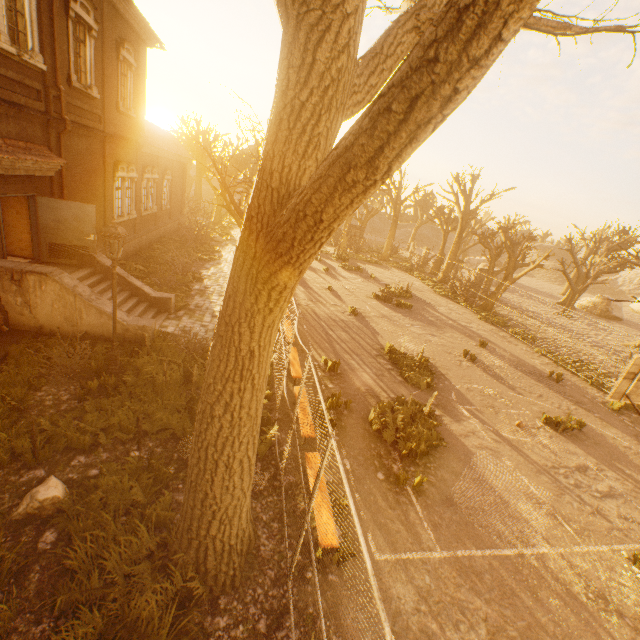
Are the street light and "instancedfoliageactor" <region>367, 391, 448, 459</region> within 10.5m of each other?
yes

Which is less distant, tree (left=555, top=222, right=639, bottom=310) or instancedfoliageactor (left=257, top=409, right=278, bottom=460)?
instancedfoliageactor (left=257, top=409, right=278, bottom=460)

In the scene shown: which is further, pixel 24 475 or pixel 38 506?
pixel 24 475

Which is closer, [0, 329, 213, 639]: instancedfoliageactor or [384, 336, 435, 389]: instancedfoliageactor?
[0, 329, 213, 639]: instancedfoliageactor

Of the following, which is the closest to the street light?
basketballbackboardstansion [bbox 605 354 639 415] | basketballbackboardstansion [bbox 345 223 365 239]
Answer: basketballbackboardstansion [bbox 605 354 639 415]

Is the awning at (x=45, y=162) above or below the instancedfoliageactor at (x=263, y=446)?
above

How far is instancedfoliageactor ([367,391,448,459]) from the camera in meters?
8.2

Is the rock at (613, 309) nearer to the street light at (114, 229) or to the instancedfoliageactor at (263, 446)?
the instancedfoliageactor at (263, 446)
